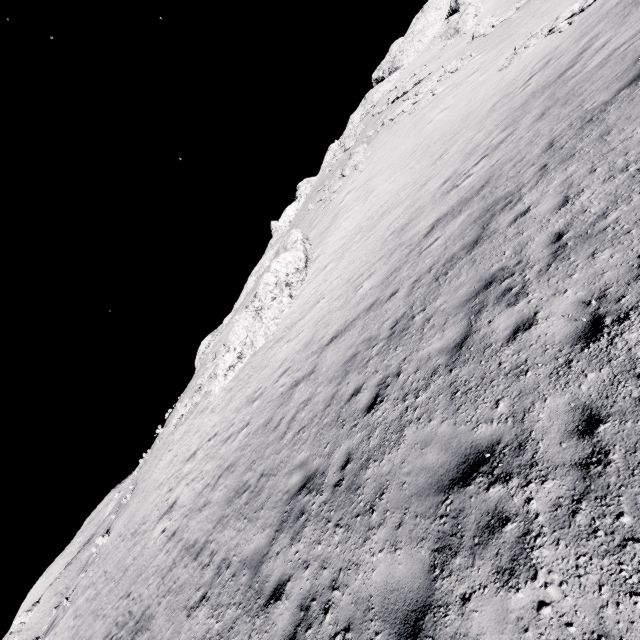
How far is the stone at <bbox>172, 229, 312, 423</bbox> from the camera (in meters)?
21.27

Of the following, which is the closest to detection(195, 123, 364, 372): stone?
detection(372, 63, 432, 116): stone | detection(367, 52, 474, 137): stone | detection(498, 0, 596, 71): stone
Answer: detection(372, 63, 432, 116): stone

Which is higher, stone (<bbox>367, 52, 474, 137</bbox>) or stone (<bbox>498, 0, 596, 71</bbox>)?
stone (<bbox>367, 52, 474, 137</bbox>)

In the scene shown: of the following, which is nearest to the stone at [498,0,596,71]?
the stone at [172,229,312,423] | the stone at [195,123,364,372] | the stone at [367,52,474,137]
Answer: the stone at [367,52,474,137]

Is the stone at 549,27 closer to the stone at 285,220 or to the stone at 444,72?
the stone at 444,72

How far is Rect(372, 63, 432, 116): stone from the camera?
37.22m

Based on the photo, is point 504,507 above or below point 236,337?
below

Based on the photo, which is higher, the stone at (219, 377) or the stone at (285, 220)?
A: the stone at (285, 220)
